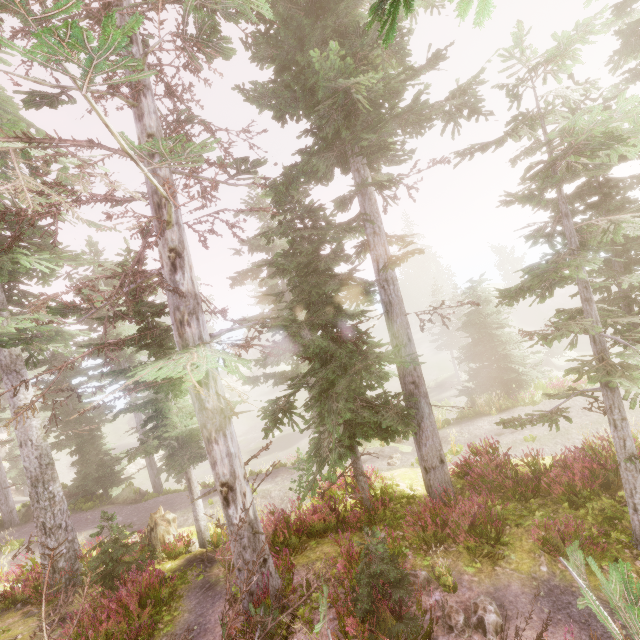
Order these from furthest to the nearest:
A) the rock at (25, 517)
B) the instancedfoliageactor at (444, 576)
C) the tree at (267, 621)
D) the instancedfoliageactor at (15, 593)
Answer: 1. the rock at (25, 517)
2. the instancedfoliageactor at (15, 593)
3. the instancedfoliageactor at (444, 576)
4. the tree at (267, 621)

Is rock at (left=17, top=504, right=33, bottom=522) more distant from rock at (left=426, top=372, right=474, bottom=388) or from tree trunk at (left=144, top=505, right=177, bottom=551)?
rock at (left=426, top=372, right=474, bottom=388)

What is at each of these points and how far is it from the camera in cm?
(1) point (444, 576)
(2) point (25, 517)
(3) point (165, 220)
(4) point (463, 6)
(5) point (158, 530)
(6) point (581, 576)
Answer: (1) instancedfoliageactor, 639
(2) rock, 1888
(3) instancedfoliageactor, 653
(4) instancedfoliageactor, 338
(5) tree trunk, 1090
(6) tree, 371

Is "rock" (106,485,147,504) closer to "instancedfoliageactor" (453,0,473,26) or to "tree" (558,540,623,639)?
"instancedfoliageactor" (453,0,473,26)

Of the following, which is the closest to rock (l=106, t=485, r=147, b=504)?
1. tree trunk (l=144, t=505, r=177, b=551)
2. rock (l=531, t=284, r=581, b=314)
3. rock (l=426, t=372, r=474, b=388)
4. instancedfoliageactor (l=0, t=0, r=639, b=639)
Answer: instancedfoliageactor (l=0, t=0, r=639, b=639)

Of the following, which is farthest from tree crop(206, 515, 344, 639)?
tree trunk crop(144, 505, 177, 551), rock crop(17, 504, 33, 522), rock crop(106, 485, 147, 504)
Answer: rock crop(17, 504, 33, 522)

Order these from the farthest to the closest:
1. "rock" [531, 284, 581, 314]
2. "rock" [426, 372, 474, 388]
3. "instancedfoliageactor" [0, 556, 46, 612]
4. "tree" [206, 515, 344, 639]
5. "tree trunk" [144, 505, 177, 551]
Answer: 1. "rock" [531, 284, 581, 314]
2. "rock" [426, 372, 474, 388]
3. "tree trunk" [144, 505, 177, 551]
4. "instancedfoliageactor" [0, 556, 46, 612]
5. "tree" [206, 515, 344, 639]

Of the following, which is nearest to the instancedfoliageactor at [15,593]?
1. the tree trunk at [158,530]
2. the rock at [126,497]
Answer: the rock at [126,497]
